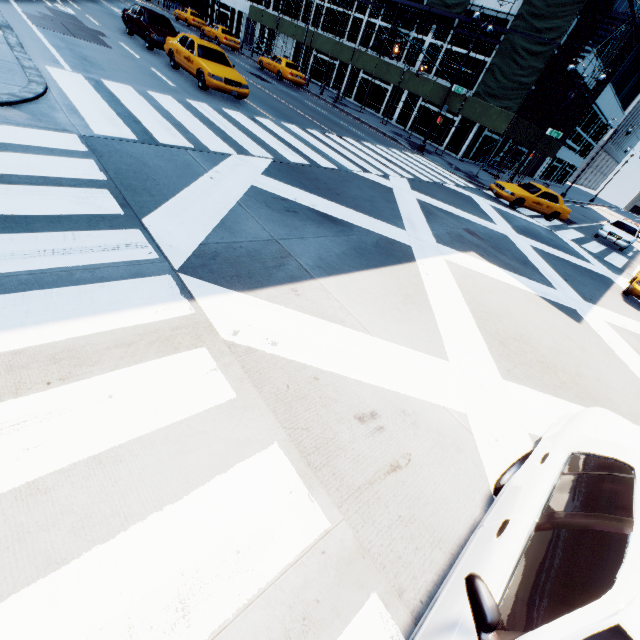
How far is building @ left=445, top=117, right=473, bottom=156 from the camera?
26.4 meters

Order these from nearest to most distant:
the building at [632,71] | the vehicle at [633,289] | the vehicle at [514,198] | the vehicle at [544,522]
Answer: the vehicle at [544,522], the vehicle at [633,289], the vehicle at [514,198], the building at [632,71]

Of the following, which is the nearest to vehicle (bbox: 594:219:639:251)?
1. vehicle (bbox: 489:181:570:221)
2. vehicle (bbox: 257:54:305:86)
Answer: vehicle (bbox: 489:181:570:221)

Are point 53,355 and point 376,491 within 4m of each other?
yes

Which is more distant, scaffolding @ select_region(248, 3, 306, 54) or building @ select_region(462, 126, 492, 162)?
scaffolding @ select_region(248, 3, 306, 54)

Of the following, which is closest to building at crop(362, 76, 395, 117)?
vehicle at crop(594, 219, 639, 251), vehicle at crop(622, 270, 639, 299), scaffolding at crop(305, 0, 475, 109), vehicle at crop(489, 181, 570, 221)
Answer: scaffolding at crop(305, 0, 475, 109)

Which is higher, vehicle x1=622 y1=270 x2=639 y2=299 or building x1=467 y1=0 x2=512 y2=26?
building x1=467 y1=0 x2=512 y2=26

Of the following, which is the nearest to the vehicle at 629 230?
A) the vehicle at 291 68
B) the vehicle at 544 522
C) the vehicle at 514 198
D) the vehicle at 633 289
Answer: the vehicle at 514 198
